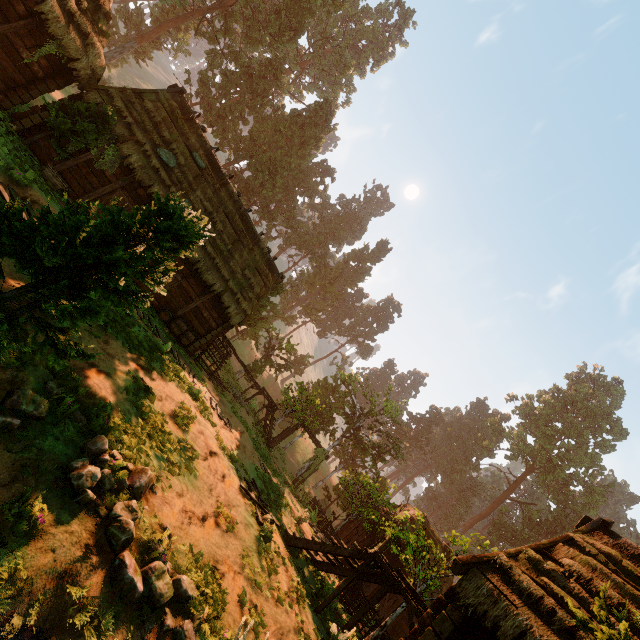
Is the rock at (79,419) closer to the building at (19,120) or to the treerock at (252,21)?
the treerock at (252,21)

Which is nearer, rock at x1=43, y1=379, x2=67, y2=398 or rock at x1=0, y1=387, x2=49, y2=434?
rock at x1=0, y1=387, x2=49, y2=434

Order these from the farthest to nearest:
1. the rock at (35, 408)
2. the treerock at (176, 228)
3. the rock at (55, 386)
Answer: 1. the rock at (55, 386)
2. the rock at (35, 408)
3. the treerock at (176, 228)

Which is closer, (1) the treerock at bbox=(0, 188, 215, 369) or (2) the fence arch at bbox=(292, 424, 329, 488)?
(1) the treerock at bbox=(0, 188, 215, 369)

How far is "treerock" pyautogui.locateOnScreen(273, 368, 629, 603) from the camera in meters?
19.0 m

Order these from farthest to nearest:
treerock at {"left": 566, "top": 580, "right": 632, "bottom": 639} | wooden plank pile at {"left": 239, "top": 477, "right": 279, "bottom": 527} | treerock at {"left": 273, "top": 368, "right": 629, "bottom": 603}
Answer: treerock at {"left": 273, "top": 368, "right": 629, "bottom": 603} < wooden plank pile at {"left": 239, "top": 477, "right": 279, "bottom": 527} < treerock at {"left": 566, "top": 580, "right": 632, "bottom": 639}

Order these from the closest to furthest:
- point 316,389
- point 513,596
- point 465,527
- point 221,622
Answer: point 221,622, point 513,596, point 316,389, point 465,527

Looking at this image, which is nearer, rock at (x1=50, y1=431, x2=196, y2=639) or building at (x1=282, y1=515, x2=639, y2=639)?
rock at (x1=50, y1=431, x2=196, y2=639)
